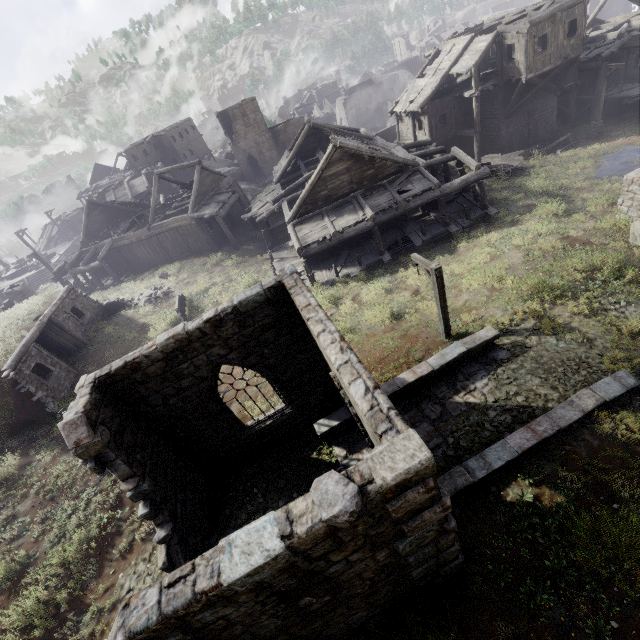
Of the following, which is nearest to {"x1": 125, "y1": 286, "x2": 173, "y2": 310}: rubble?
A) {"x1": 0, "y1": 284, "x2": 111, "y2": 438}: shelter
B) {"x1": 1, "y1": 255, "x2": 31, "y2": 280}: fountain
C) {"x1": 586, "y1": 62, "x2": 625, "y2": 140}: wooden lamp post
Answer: {"x1": 0, "y1": 284, "x2": 111, "y2": 438}: shelter

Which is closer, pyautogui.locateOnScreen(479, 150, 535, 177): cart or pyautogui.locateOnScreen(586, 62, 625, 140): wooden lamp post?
pyautogui.locateOnScreen(586, 62, 625, 140): wooden lamp post

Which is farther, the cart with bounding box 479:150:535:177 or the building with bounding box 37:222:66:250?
the building with bounding box 37:222:66:250

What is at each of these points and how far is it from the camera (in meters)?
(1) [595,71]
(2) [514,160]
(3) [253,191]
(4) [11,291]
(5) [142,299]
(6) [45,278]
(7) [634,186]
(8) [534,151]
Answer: (1) building, 27.50
(2) cart, 23.62
(3) rock, 43.69
(4) building, 27.42
(5) rubble, 22.27
(6) stairs, 40.62
(7) building, 13.65
(8) broken furniture, 24.78

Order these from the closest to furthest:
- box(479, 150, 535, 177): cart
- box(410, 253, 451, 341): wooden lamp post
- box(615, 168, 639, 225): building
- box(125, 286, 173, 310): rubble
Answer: box(410, 253, 451, 341): wooden lamp post
box(615, 168, 639, 225): building
box(125, 286, 173, 310): rubble
box(479, 150, 535, 177): cart

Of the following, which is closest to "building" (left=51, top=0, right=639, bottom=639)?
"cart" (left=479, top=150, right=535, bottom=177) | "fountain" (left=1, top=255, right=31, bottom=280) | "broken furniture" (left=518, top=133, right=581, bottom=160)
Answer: "broken furniture" (left=518, top=133, right=581, bottom=160)

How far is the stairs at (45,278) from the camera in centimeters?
4041cm

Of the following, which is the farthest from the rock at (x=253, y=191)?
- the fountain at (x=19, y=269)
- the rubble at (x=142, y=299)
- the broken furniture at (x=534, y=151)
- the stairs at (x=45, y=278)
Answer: the broken furniture at (x=534, y=151)
